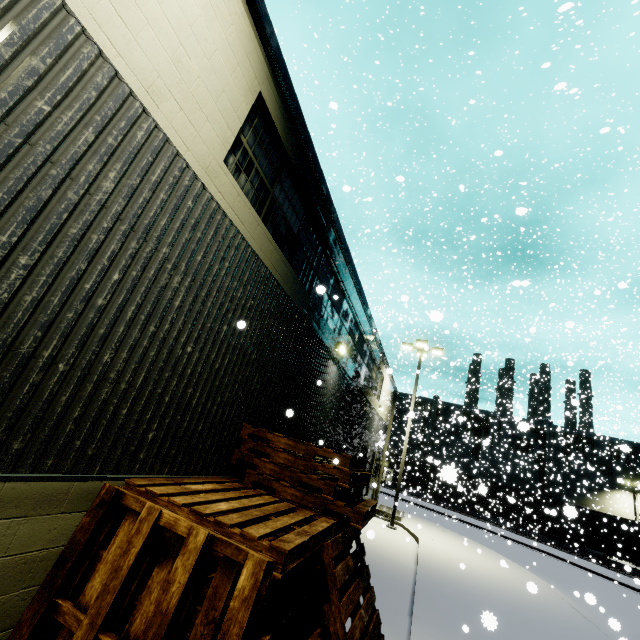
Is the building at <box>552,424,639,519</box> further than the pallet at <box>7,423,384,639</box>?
Yes

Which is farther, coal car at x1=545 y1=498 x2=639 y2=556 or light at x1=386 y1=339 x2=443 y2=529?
coal car at x1=545 y1=498 x2=639 y2=556

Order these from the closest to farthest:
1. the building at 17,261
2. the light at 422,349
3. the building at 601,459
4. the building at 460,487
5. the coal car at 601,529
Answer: the building at 17,261
the light at 422,349
the coal car at 601,529
the building at 460,487
the building at 601,459

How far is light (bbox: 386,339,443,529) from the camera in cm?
1641

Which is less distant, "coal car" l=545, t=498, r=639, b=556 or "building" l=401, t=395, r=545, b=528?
"coal car" l=545, t=498, r=639, b=556

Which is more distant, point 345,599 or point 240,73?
point 240,73

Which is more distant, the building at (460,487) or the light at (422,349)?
the building at (460,487)

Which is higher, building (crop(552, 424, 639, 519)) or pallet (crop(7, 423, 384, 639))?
building (crop(552, 424, 639, 519))
